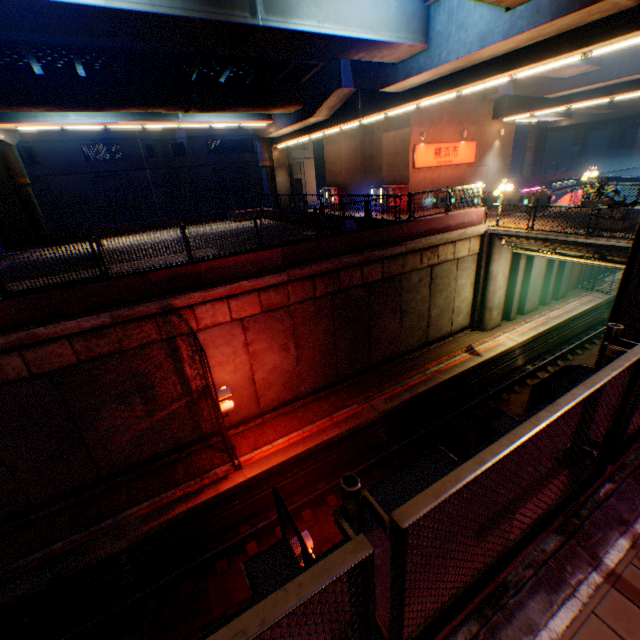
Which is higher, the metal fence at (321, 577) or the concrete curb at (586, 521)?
the metal fence at (321, 577)

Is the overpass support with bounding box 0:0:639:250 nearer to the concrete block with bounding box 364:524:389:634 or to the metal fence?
the metal fence

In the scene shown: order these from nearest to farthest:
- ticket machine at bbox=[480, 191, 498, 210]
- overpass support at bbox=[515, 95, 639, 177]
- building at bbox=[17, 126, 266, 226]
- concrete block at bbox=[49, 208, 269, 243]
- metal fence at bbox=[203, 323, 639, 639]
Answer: metal fence at bbox=[203, 323, 639, 639], ticket machine at bbox=[480, 191, 498, 210], concrete block at bbox=[49, 208, 269, 243], building at bbox=[17, 126, 266, 226], overpass support at bbox=[515, 95, 639, 177]

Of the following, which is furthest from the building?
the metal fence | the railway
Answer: the railway

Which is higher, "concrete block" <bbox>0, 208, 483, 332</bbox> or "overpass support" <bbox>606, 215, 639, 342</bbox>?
"concrete block" <bbox>0, 208, 483, 332</bbox>

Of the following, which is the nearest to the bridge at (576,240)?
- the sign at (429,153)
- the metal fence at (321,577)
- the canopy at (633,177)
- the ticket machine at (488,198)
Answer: the metal fence at (321,577)

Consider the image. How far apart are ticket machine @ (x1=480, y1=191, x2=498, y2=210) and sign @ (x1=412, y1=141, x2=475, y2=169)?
4.1 meters

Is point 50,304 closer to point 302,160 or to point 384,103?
point 384,103
